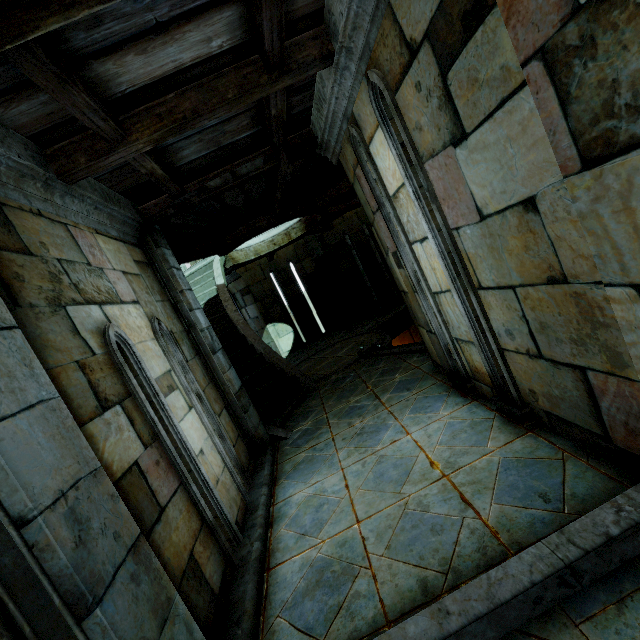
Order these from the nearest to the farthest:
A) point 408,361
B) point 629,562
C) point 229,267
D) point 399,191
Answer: point 629,562, point 399,191, point 408,361, point 229,267
